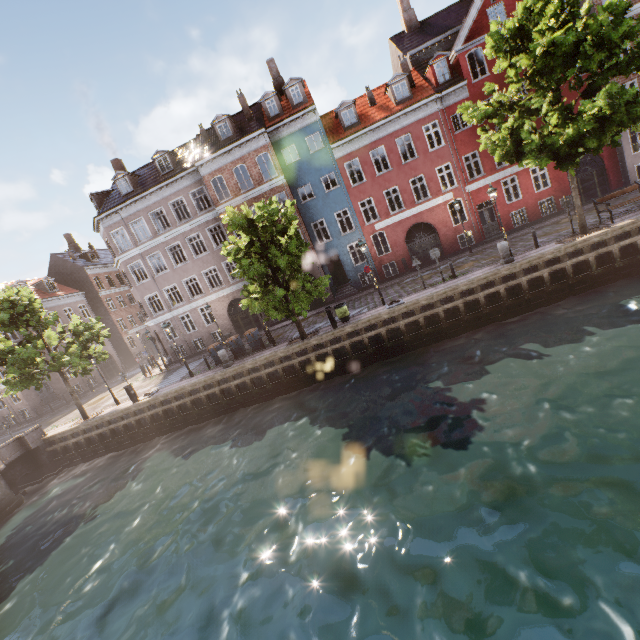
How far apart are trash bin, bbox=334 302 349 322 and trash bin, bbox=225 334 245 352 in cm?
672

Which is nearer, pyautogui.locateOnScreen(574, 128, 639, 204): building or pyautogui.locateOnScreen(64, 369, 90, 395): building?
pyautogui.locateOnScreen(574, 128, 639, 204): building

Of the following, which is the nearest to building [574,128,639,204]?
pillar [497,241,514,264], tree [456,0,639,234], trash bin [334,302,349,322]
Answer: tree [456,0,639,234]

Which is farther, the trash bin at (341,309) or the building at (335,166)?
the building at (335,166)

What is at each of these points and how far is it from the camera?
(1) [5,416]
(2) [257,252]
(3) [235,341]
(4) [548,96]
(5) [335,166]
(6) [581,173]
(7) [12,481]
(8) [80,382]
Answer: (1) building, 32.4m
(2) tree, 17.4m
(3) trash bin, 20.5m
(4) tree, 13.0m
(5) building, 24.2m
(6) building, 22.9m
(7) bridge, 19.3m
(8) building, 35.0m

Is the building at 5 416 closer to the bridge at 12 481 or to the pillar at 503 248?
the pillar at 503 248

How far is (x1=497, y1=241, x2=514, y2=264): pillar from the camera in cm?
1600

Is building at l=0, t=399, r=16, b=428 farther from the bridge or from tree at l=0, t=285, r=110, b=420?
the bridge
